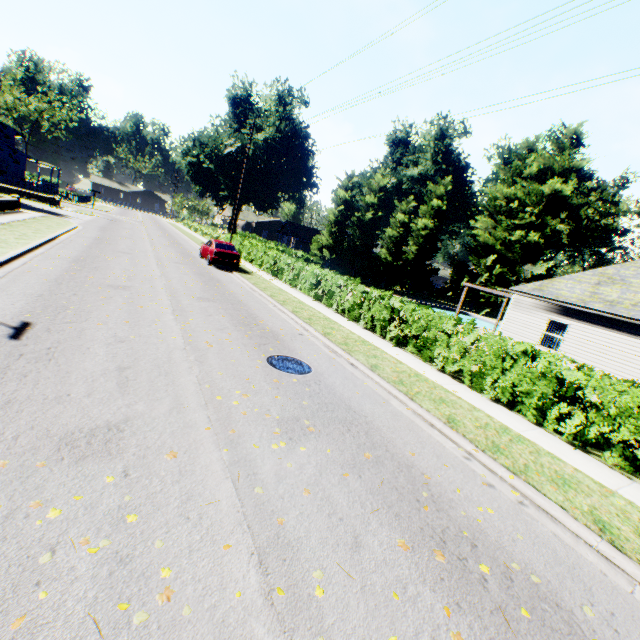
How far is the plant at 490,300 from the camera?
41.4 meters

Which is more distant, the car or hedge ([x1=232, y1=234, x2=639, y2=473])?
the car

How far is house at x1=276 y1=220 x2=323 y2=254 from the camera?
47.88m

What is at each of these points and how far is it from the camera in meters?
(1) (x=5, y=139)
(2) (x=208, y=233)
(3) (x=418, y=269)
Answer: (1) house, 51.5
(2) hedge, 46.0
(3) tree, 45.0

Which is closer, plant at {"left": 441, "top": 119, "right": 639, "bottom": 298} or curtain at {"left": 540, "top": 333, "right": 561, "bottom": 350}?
curtain at {"left": 540, "top": 333, "right": 561, "bottom": 350}

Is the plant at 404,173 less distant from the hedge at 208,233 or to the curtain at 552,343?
the hedge at 208,233

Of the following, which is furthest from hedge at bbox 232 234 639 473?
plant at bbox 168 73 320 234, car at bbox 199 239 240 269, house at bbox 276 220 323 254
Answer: house at bbox 276 220 323 254

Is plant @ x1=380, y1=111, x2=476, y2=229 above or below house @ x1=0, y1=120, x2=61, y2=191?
above
